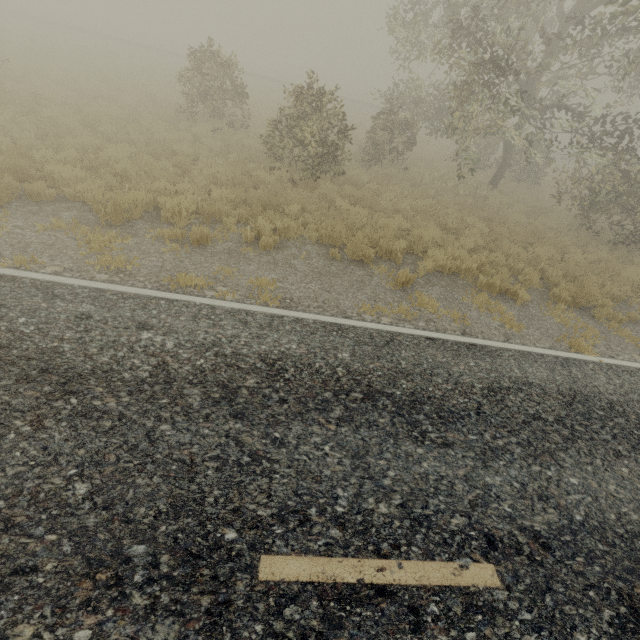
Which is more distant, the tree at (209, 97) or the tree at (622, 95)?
the tree at (209, 97)

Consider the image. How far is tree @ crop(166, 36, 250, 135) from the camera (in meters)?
13.16

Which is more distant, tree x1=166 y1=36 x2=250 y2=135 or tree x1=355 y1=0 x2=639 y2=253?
tree x1=166 y1=36 x2=250 y2=135

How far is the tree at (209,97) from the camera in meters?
13.2

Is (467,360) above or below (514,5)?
below
